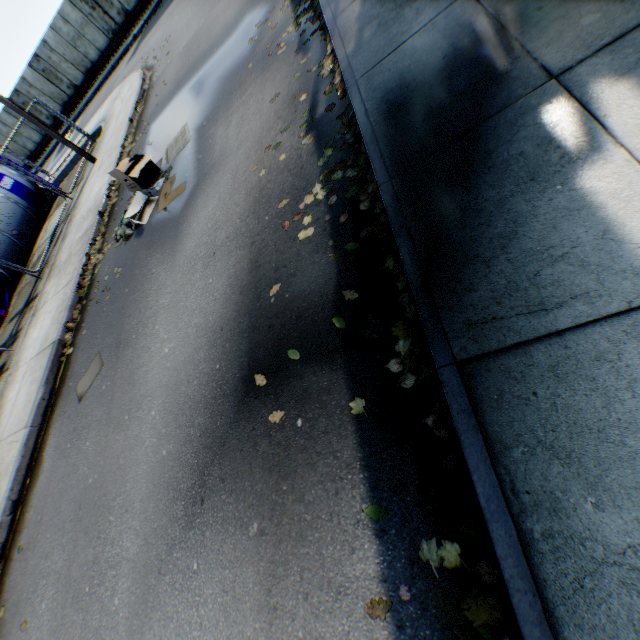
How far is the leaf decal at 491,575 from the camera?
1.7 meters

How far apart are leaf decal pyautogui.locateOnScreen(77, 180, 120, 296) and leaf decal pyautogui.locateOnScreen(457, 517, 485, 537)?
8.7m

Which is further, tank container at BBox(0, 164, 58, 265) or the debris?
tank container at BBox(0, 164, 58, 265)

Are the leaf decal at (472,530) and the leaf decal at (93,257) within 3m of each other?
no

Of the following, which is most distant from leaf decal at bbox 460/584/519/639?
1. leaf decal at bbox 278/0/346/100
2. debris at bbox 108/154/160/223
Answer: debris at bbox 108/154/160/223

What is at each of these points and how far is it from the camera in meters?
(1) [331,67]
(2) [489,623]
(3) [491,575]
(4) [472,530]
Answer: (1) leaf decal, 4.8 m
(2) leaf decal, 1.7 m
(3) leaf decal, 1.7 m
(4) leaf decal, 1.9 m

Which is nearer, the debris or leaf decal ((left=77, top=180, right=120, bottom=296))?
the debris

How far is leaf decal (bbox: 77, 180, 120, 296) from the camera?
7.9m
